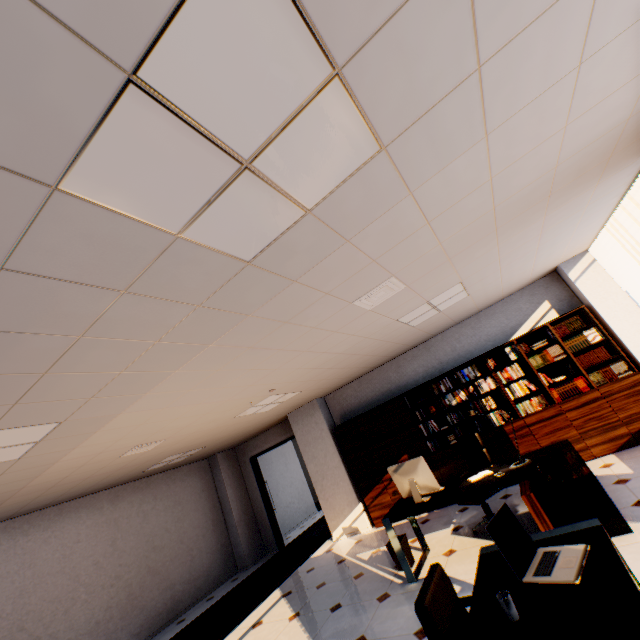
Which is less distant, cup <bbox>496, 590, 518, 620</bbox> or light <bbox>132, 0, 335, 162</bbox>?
light <bbox>132, 0, 335, 162</bbox>

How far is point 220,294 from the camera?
2.17m

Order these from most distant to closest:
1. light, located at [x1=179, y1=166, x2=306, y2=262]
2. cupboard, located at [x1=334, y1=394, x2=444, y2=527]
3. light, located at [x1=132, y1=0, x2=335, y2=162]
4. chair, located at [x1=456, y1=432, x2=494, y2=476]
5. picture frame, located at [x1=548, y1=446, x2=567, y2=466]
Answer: cupboard, located at [x1=334, y1=394, x2=444, y2=527] < chair, located at [x1=456, y1=432, x2=494, y2=476] < picture frame, located at [x1=548, y1=446, x2=567, y2=466] < light, located at [x1=179, y1=166, x2=306, y2=262] < light, located at [x1=132, y1=0, x2=335, y2=162]

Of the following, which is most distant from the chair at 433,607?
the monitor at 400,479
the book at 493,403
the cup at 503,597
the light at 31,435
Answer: the book at 493,403

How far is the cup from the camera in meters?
1.6 m

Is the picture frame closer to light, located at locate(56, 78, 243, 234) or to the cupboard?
the cupboard

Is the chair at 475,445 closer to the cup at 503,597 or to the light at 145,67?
the cup at 503,597
